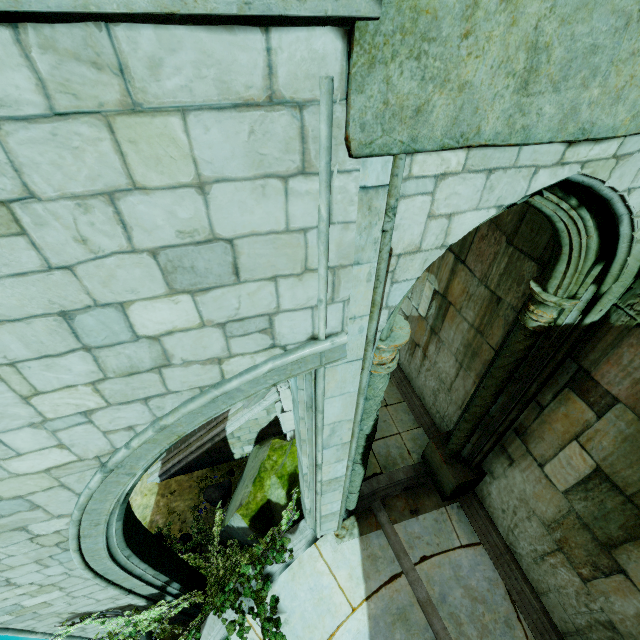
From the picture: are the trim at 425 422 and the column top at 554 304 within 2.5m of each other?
no

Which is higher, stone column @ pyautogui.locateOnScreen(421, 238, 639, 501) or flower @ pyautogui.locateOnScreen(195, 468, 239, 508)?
stone column @ pyautogui.locateOnScreen(421, 238, 639, 501)

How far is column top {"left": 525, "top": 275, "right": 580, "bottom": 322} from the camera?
3.6m

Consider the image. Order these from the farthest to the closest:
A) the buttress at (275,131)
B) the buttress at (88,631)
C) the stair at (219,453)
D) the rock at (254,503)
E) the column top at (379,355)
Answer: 1. the stair at (219,453)
2. the rock at (254,503)
3. the buttress at (88,631)
4. the column top at (379,355)
5. the buttress at (275,131)

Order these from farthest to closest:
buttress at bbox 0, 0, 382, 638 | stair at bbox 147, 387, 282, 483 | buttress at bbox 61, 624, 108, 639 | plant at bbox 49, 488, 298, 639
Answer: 1. stair at bbox 147, 387, 282, 483
2. buttress at bbox 61, 624, 108, 639
3. plant at bbox 49, 488, 298, 639
4. buttress at bbox 0, 0, 382, 638

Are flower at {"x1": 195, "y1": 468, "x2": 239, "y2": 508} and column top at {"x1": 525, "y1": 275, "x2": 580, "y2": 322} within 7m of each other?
no

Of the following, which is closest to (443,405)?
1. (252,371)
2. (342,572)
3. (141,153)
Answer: (342,572)

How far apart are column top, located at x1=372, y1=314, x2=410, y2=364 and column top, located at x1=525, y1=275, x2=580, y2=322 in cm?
168
